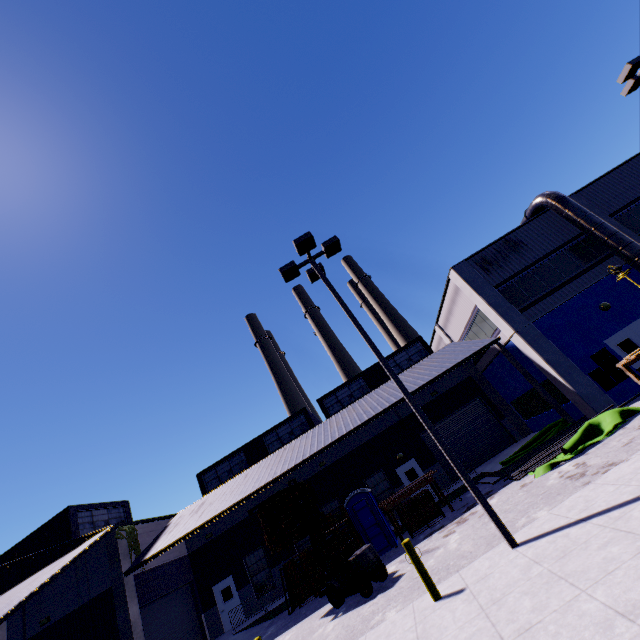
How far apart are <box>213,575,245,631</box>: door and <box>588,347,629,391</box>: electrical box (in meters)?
24.02

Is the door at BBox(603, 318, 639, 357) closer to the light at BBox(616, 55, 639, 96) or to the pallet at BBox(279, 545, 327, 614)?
the light at BBox(616, 55, 639, 96)

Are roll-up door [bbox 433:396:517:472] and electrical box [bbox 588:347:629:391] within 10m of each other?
yes

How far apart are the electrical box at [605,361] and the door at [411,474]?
11.3m

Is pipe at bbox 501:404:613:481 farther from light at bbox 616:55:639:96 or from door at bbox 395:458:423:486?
light at bbox 616:55:639:96

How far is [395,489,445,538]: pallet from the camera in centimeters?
1517cm

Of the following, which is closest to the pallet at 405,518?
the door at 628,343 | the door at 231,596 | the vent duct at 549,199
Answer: the door at 628,343

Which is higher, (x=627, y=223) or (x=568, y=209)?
(x=568, y=209)
